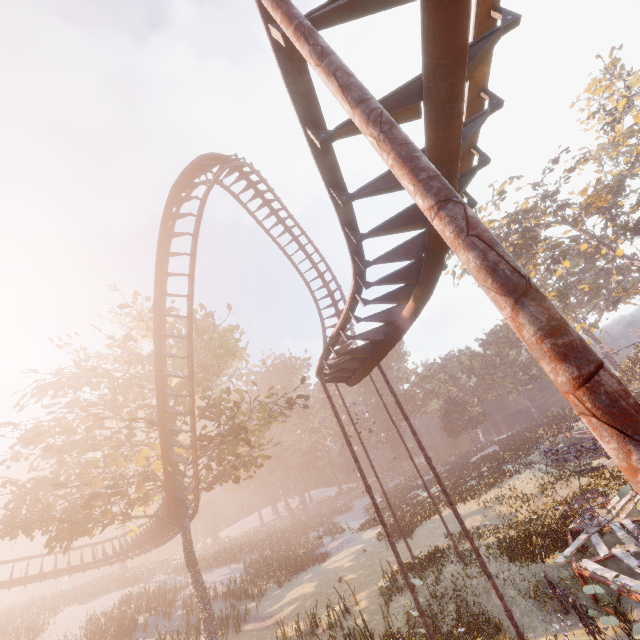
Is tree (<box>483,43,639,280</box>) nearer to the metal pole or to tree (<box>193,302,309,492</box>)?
tree (<box>193,302,309,492</box>)

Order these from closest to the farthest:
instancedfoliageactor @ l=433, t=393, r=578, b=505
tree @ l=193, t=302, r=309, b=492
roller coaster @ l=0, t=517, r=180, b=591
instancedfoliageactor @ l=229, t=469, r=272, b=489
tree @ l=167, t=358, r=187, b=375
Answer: tree @ l=193, t=302, r=309, b=492 → tree @ l=167, t=358, r=187, b=375 → roller coaster @ l=0, t=517, r=180, b=591 → instancedfoliageactor @ l=433, t=393, r=578, b=505 → instancedfoliageactor @ l=229, t=469, r=272, b=489

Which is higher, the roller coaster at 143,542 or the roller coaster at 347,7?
the roller coaster at 347,7

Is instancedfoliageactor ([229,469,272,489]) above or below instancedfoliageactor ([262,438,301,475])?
below

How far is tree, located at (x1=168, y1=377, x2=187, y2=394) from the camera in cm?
1797

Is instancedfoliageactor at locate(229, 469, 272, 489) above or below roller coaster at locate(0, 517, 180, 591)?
above

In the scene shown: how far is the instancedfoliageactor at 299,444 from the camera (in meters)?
55.62

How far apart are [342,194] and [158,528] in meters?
26.0
